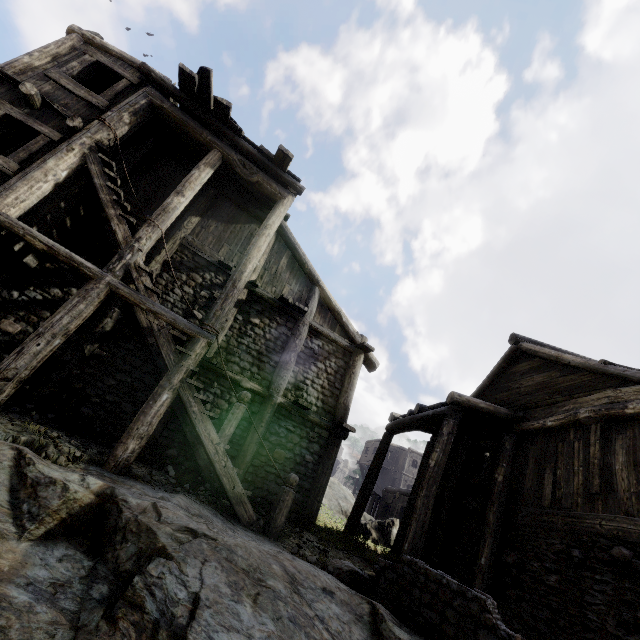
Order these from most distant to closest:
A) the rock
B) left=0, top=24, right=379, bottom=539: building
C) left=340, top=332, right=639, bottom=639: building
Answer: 1. left=0, top=24, right=379, bottom=539: building
2. left=340, top=332, right=639, bottom=639: building
3. the rock

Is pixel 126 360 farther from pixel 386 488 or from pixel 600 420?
pixel 386 488

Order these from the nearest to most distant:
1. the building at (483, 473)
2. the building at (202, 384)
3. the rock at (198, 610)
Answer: the rock at (198, 610) → the building at (483, 473) → the building at (202, 384)

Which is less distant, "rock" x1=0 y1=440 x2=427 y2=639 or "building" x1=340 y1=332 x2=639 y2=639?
"rock" x1=0 y1=440 x2=427 y2=639

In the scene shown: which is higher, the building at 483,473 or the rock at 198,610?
the building at 483,473

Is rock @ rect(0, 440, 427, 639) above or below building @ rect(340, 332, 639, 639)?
below

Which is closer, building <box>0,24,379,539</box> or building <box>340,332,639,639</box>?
building <box>340,332,639,639</box>
